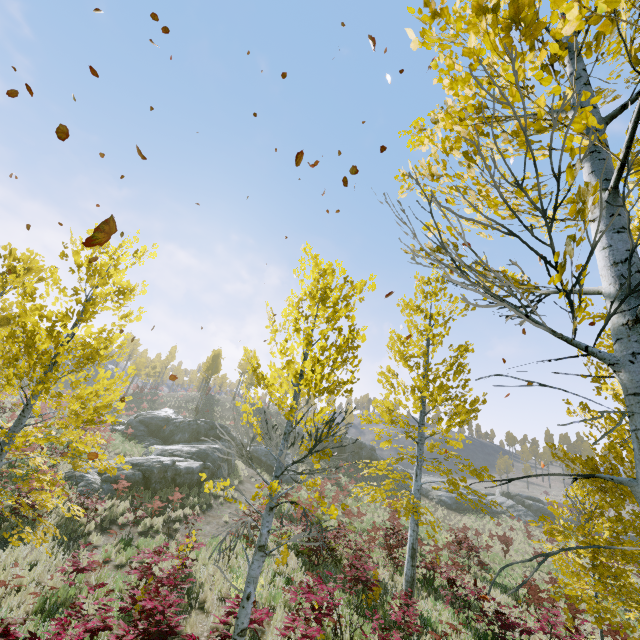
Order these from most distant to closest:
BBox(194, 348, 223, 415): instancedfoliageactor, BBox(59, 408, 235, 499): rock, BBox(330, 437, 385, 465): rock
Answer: BBox(194, 348, 223, 415): instancedfoliageactor < BBox(330, 437, 385, 465): rock < BBox(59, 408, 235, 499): rock

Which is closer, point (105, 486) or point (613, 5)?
point (613, 5)

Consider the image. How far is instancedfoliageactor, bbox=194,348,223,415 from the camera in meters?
46.5

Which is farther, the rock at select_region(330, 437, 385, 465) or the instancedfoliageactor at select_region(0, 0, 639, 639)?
the rock at select_region(330, 437, 385, 465)

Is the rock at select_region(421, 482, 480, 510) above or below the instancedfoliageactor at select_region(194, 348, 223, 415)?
below

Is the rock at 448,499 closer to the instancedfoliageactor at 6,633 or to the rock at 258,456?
the rock at 258,456

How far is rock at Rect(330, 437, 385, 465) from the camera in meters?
42.3

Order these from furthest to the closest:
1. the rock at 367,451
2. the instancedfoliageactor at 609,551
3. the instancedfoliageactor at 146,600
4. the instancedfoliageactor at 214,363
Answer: the instancedfoliageactor at 214,363, the rock at 367,451, the instancedfoliageactor at 146,600, the instancedfoliageactor at 609,551
